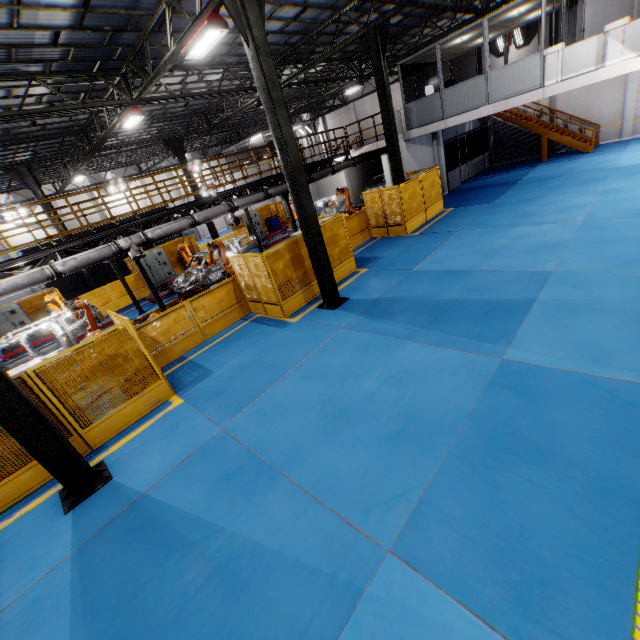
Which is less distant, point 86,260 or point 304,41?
point 86,260

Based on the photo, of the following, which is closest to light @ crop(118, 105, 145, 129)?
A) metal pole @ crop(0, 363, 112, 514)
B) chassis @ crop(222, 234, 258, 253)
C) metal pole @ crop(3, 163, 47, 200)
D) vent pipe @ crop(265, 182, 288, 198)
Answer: vent pipe @ crop(265, 182, 288, 198)

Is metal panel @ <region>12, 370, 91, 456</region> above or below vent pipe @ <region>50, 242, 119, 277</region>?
below

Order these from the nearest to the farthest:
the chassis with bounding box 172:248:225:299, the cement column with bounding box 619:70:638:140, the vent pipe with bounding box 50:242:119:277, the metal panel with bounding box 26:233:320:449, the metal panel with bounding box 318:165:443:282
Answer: the metal panel with bounding box 26:233:320:449 → the vent pipe with bounding box 50:242:119:277 → the metal panel with bounding box 318:165:443:282 → the chassis with bounding box 172:248:225:299 → the cement column with bounding box 619:70:638:140

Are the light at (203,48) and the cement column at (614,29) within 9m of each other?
no

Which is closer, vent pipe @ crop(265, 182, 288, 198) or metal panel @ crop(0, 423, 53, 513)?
metal panel @ crop(0, 423, 53, 513)

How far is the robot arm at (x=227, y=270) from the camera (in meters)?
13.83
